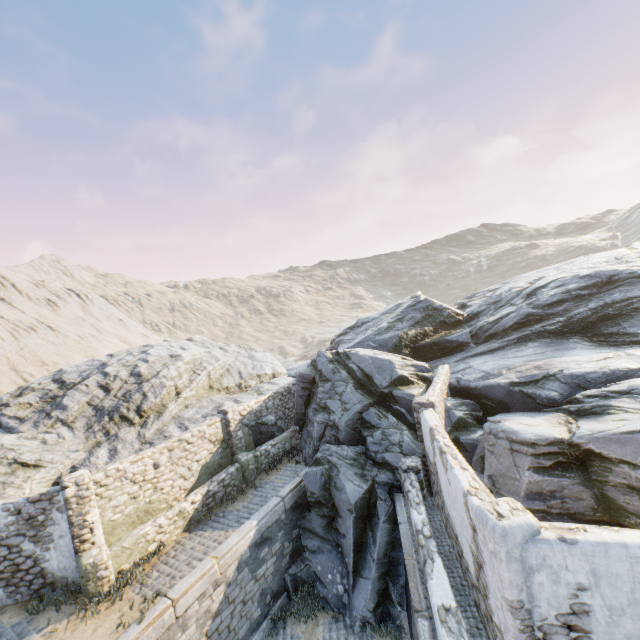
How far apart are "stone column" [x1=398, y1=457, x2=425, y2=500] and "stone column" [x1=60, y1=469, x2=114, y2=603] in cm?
904

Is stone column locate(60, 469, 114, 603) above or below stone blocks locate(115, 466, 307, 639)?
above

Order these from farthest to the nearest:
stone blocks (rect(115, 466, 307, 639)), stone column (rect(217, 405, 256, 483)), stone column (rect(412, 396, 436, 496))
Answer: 1. stone column (rect(217, 405, 256, 483))
2. stone column (rect(412, 396, 436, 496))
3. stone blocks (rect(115, 466, 307, 639))

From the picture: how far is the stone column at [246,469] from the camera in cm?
1384

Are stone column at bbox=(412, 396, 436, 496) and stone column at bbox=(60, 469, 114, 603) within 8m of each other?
no

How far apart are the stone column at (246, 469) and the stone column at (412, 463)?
6.5m

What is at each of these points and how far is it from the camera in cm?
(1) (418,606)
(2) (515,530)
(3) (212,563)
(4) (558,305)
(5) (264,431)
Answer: (1) stone blocks, 709
(2) stone column, 466
(3) stone blocks, 940
(4) rock, 1650
(5) rock, 1609

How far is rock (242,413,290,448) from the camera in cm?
1575
